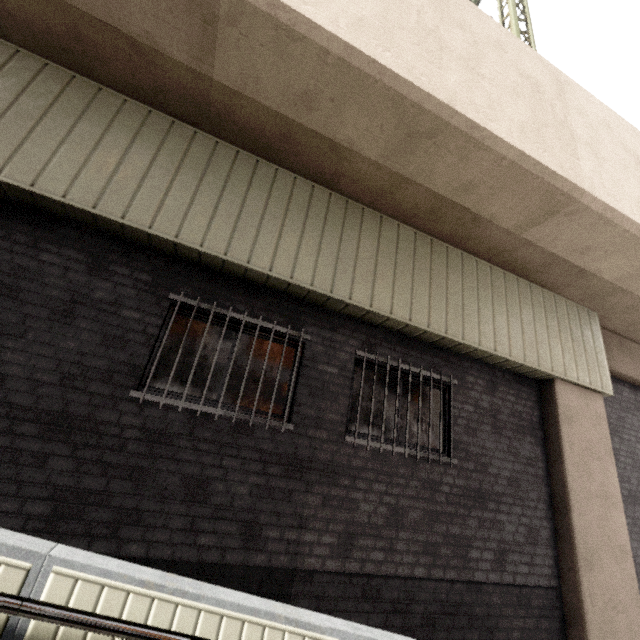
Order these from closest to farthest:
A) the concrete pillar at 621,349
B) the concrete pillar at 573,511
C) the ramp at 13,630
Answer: the ramp at 13,630
the concrete pillar at 573,511
the concrete pillar at 621,349

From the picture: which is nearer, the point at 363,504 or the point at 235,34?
the point at 235,34

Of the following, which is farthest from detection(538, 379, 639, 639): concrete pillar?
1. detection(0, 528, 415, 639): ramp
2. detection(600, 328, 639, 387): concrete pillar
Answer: detection(0, 528, 415, 639): ramp

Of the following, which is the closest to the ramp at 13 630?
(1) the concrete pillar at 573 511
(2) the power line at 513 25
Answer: (1) the concrete pillar at 573 511

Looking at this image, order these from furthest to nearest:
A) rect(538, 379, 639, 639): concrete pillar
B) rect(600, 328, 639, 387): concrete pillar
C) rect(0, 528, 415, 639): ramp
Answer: rect(600, 328, 639, 387): concrete pillar, rect(538, 379, 639, 639): concrete pillar, rect(0, 528, 415, 639): ramp

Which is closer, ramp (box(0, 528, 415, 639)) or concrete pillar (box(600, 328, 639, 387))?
ramp (box(0, 528, 415, 639))

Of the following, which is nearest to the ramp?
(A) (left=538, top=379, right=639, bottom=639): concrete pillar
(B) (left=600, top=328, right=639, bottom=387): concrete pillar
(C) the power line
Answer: (A) (left=538, top=379, right=639, bottom=639): concrete pillar

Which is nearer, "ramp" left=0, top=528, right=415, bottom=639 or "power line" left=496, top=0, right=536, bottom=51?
"ramp" left=0, top=528, right=415, bottom=639
